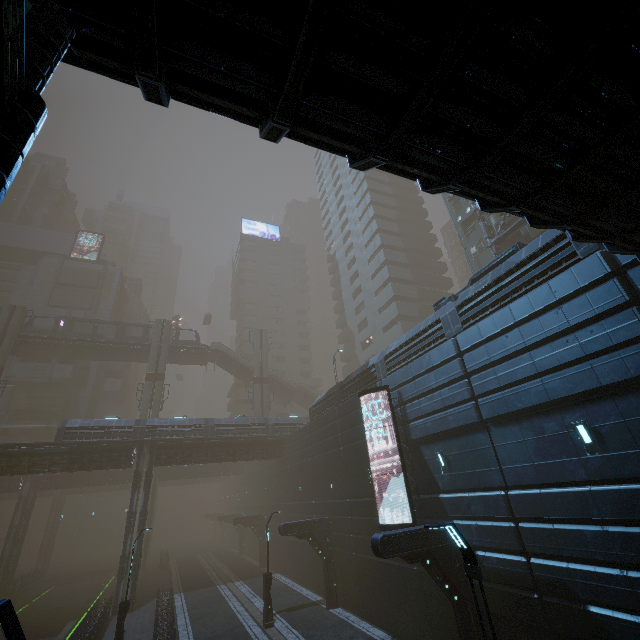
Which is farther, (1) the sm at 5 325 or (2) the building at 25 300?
(2) the building at 25 300

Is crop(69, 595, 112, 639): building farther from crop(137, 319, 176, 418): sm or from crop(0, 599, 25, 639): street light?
crop(137, 319, 176, 418): sm

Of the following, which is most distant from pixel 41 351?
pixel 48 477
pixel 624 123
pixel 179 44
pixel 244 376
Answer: pixel 624 123

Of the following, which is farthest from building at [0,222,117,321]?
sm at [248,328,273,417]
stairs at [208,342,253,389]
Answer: stairs at [208,342,253,389]

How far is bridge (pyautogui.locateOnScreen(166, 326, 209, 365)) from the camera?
46.6 meters

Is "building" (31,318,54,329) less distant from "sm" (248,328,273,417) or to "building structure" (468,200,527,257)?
"sm" (248,328,273,417)

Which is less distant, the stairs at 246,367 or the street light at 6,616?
the street light at 6,616

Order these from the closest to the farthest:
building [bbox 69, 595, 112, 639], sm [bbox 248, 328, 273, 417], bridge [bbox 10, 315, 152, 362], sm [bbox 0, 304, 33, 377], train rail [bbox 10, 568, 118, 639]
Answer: building [bbox 69, 595, 112, 639]
train rail [bbox 10, 568, 118, 639]
sm [bbox 0, 304, 33, 377]
bridge [bbox 10, 315, 152, 362]
sm [bbox 248, 328, 273, 417]
